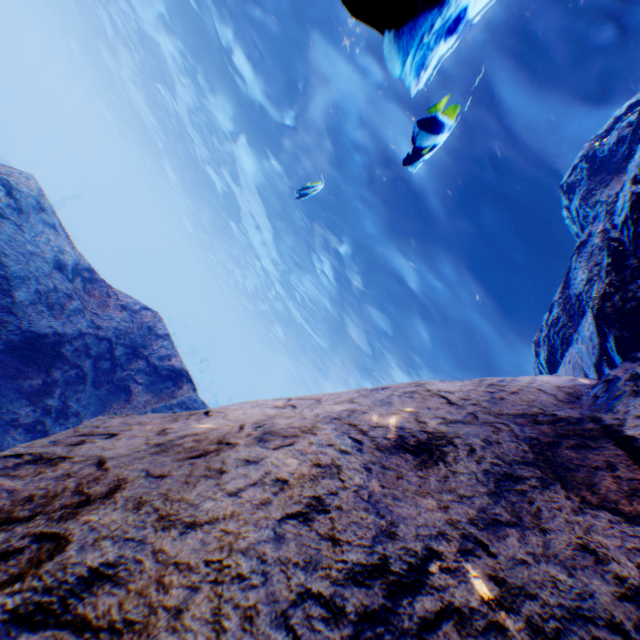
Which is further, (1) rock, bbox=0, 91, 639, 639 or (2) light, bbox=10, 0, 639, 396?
(2) light, bbox=10, 0, 639, 396

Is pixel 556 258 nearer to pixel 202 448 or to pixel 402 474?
pixel 402 474

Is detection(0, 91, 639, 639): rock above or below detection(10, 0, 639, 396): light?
below

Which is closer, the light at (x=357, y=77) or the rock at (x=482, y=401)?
the rock at (x=482, y=401)

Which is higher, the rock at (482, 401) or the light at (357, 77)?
the light at (357, 77)
